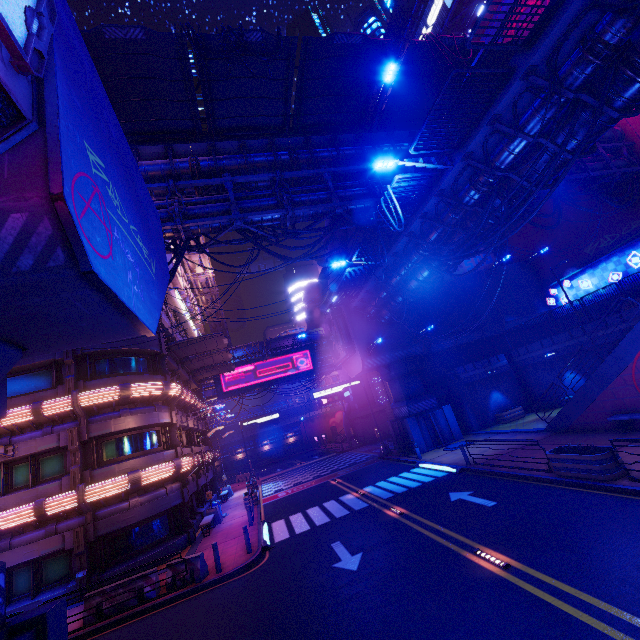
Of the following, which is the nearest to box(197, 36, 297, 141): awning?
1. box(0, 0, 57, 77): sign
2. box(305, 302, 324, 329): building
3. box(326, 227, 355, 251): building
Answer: box(0, 0, 57, 77): sign

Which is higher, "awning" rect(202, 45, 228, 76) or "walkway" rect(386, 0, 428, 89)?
"walkway" rect(386, 0, 428, 89)

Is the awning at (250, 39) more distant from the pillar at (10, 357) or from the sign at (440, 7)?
the sign at (440, 7)

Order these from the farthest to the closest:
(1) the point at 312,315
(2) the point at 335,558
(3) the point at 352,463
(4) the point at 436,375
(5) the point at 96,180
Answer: (1) the point at 312,315 < (3) the point at 352,463 < (4) the point at 436,375 < (2) the point at 335,558 < (5) the point at 96,180

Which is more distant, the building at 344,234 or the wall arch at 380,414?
the wall arch at 380,414

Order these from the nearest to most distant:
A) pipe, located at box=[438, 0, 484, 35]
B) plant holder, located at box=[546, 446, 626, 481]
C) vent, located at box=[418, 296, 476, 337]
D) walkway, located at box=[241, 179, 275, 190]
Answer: plant holder, located at box=[546, 446, 626, 481]
walkway, located at box=[241, 179, 275, 190]
vent, located at box=[418, 296, 476, 337]
pipe, located at box=[438, 0, 484, 35]

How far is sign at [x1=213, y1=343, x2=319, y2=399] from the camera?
42.3 meters

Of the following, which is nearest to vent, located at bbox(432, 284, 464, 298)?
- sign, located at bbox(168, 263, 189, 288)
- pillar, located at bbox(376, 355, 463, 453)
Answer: pillar, located at bbox(376, 355, 463, 453)
